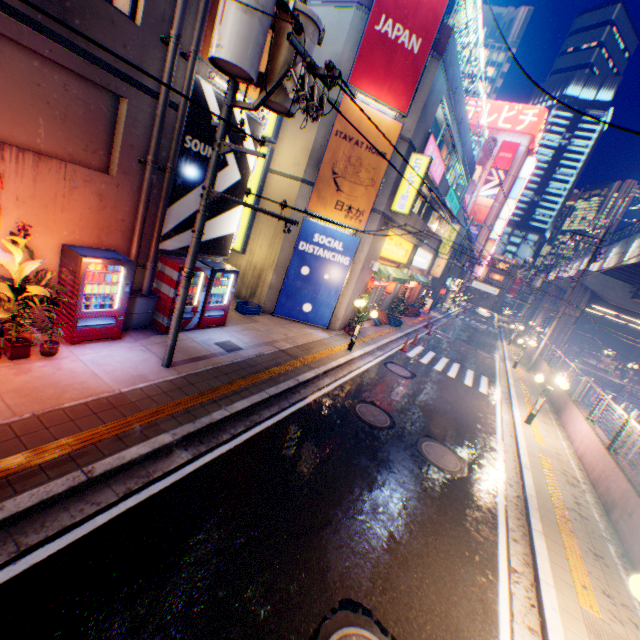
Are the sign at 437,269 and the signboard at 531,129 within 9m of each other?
no

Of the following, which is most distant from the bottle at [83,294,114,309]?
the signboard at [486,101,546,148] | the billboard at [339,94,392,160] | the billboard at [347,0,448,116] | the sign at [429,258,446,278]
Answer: the signboard at [486,101,546,148]

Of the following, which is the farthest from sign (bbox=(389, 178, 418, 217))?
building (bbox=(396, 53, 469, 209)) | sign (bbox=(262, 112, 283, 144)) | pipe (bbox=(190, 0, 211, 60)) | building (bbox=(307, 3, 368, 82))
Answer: pipe (bbox=(190, 0, 211, 60))

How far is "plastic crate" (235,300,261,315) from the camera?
13.03m

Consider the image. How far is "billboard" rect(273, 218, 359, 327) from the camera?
13.5m

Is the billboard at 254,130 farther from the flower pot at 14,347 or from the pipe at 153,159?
the flower pot at 14,347

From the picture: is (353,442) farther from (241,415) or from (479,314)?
(479,314)

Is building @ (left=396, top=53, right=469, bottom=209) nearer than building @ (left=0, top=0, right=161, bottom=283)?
No
